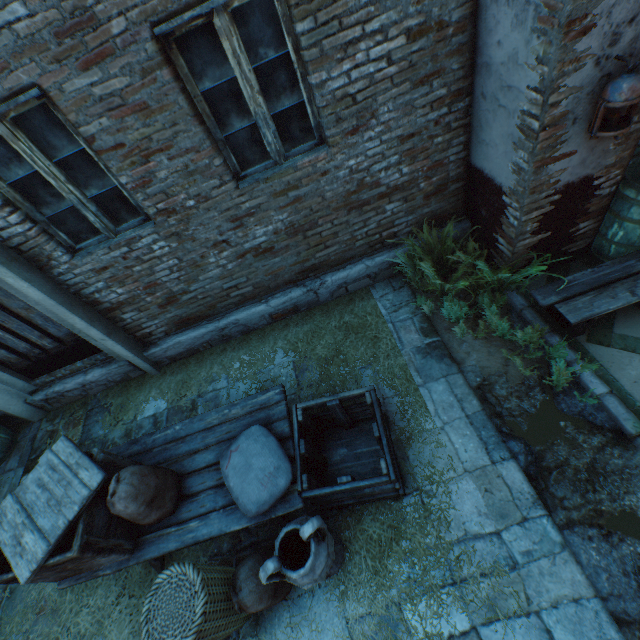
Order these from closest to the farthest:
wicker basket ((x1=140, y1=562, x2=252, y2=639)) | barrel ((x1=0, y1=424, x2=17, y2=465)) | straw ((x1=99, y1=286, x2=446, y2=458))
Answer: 1. wicker basket ((x1=140, y1=562, x2=252, y2=639))
2. straw ((x1=99, y1=286, x2=446, y2=458))
3. barrel ((x1=0, y1=424, x2=17, y2=465))

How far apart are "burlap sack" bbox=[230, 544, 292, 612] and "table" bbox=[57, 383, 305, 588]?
0.3 meters

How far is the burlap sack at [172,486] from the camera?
2.40m

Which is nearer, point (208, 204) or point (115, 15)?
point (115, 15)

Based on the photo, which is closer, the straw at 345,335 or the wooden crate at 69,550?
the wooden crate at 69,550

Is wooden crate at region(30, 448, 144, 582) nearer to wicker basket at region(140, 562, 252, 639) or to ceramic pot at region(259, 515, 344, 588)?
wicker basket at region(140, 562, 252, 639)

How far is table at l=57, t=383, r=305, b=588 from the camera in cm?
259

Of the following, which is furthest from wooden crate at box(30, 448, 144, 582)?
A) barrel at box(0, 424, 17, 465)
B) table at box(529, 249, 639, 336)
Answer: table at box(529, 249, 639, 336)
